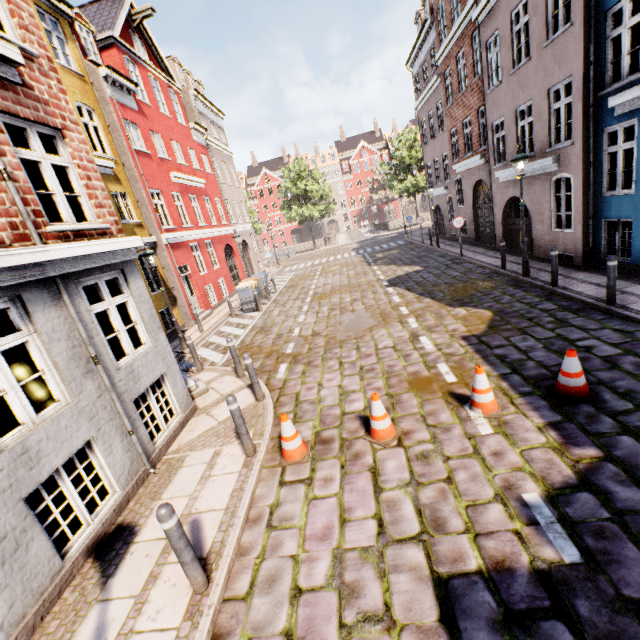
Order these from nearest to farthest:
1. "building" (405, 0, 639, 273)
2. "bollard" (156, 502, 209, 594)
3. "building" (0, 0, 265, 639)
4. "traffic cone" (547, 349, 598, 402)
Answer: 1. "bollard" (156, 502, 209, 594)
2. "building" (0, 0, 265, 639)
3. "traffic cone" (547, 349, 598, 402)
4. "building" (405, 0, 639, 273)

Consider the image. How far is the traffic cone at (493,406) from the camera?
4.94m

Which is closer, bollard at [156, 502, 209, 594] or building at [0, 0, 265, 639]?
bollard at [156, 502, 209, 594]

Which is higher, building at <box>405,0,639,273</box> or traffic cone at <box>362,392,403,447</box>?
building at <box>405,0,639,273</box>

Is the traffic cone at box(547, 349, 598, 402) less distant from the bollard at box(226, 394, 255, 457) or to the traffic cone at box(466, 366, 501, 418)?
the traffic cone at box(466, 366, 501, 418)

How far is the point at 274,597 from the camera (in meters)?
3.25

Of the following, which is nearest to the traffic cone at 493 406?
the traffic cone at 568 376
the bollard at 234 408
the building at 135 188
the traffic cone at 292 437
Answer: the traffic cone at 568 376

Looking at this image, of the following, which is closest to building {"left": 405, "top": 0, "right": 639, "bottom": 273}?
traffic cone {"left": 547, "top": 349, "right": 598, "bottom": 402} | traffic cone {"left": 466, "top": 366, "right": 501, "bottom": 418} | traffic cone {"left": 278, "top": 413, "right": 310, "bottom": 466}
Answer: traffic cone {"left": 278, "top": 413, "right": 310, "bottom": 466}
